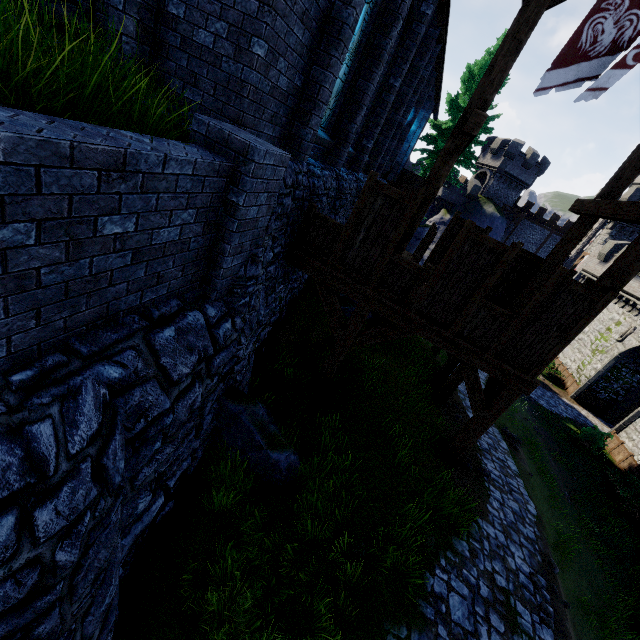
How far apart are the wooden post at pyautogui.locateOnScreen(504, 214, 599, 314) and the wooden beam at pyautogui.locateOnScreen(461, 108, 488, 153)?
3.36m

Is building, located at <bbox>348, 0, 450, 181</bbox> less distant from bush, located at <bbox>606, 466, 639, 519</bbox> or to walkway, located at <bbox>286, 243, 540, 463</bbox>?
walkway, located at <bbox>286, 243, 540, 463</bbox>

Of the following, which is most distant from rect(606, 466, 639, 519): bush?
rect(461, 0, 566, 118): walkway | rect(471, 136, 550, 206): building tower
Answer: rect(471, 136, 550, 206): building tower

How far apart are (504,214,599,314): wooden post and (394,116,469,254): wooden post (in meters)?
4.32

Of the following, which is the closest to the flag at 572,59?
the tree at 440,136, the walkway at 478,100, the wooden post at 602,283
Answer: the walkway at 478,100

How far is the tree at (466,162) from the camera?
23.54m

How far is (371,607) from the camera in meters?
4.9

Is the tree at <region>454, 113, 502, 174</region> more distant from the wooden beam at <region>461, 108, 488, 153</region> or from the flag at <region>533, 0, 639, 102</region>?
the flag at <region>533, 0, 639, 102</region>
